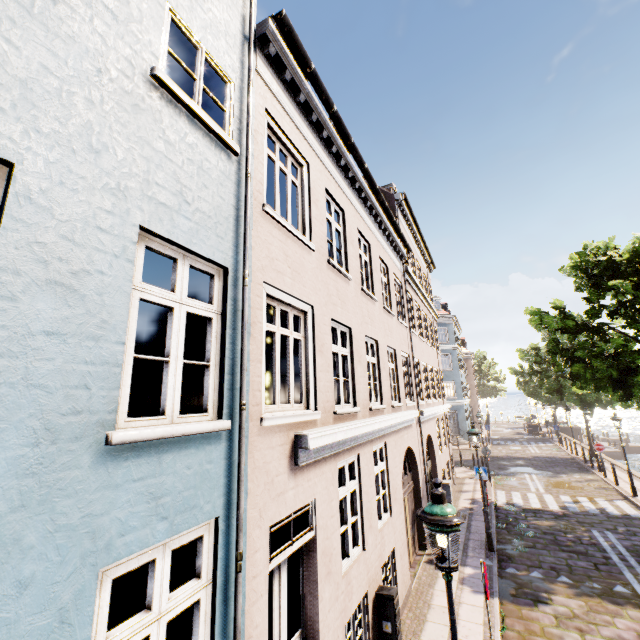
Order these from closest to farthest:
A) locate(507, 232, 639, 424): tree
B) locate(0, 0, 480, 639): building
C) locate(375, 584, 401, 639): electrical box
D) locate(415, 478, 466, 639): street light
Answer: locate(0, 0, 480, 639): building
locate(415, 478, 466, 639): street light
locate(375, 584, 401, 639): electrical box
locate(507, 232, 639, 424): tree

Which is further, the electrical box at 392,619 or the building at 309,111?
the electrical box at 392,619

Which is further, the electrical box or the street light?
the electrical box

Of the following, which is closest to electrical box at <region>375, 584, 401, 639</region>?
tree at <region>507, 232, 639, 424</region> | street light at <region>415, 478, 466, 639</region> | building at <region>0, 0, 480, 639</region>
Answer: street light at <region>415, 478, 466, 639</region>

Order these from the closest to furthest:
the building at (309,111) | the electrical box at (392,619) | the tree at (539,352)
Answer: the building at (309,111), the electrical box at (392,619), the tree at (539,352)

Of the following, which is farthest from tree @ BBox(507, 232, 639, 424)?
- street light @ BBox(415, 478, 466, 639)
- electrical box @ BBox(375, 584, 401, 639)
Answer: electrical box @ BBox(375, 584, 401, 639)

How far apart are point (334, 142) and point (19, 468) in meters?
7.8

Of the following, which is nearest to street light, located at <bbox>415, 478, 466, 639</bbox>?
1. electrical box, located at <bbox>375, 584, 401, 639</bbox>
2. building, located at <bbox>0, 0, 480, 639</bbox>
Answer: electrical box, located at <bbox>375, 584, 401, 639</bbox>
